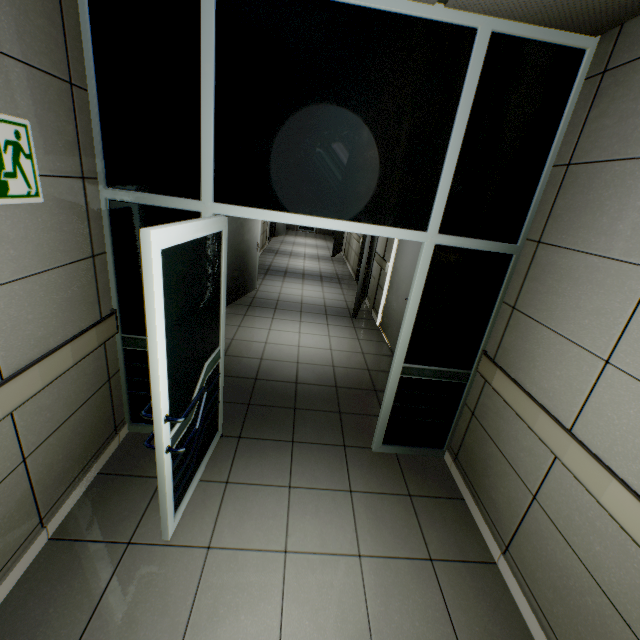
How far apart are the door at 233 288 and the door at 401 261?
2.78m

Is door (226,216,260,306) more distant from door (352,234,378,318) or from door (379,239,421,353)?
door (379,239,421,353)

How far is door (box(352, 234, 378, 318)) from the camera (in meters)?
5.81

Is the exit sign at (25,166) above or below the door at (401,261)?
above

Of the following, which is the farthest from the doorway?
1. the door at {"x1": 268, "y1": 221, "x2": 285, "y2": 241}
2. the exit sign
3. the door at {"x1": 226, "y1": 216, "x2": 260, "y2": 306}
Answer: the door at {"x1": 268, "y1": 221, "x2": 285, "y2": 241}

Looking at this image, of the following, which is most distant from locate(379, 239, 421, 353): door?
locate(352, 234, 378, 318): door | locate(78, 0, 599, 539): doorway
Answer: locate(78, 0, 599, 539): doorway

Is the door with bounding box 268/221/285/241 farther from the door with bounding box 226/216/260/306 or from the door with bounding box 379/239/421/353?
the door with bounding box 379/239/421/353

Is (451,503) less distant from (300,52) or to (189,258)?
(189,258)
